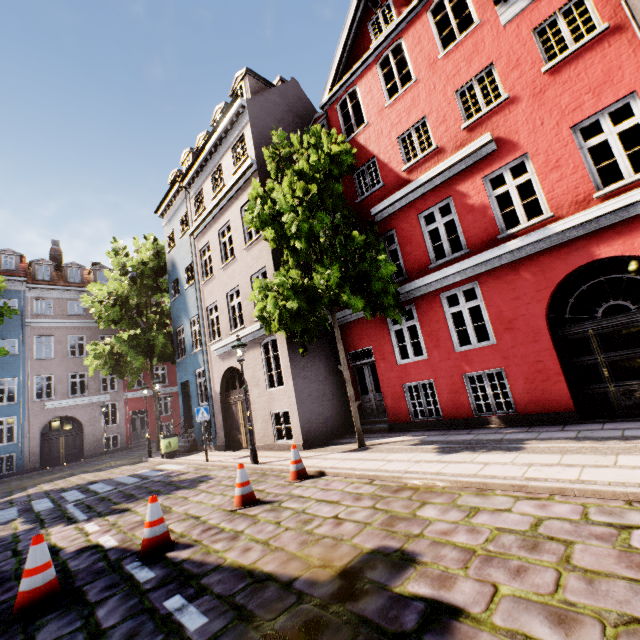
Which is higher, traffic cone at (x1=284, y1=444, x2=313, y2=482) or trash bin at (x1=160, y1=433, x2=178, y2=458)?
trash bin at (x1=160, y1=433, x2=178, y2=458)

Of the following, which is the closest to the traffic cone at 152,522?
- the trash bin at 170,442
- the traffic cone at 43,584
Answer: the traffic cone at 43,584

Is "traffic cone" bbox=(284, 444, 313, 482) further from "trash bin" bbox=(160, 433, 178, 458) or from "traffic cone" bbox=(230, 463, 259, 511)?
"trash bin" bbox=(160, 433, 178, 458)

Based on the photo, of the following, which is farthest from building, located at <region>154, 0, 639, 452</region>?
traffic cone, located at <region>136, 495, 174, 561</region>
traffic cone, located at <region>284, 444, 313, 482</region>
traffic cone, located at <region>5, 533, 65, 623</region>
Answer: traffic cone, located at <region>136, 495, 174, 561</region>

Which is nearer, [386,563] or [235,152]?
[386,563]

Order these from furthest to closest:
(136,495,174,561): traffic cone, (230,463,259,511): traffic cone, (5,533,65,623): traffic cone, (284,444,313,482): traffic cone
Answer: (284,444,313,482): traffic cone < (230,463,259,511): traffic cone < (136,495,174,561): traffic cone < (5,533,65,623): traffic cone

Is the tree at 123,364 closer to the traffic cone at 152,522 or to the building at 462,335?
the building at 462,335

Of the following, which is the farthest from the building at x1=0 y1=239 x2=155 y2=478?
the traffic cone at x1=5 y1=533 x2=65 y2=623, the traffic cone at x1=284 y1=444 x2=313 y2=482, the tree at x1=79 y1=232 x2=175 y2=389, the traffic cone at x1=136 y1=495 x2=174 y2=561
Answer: the traffic cone at x1=136 y1=495 x2=174 y2=561
